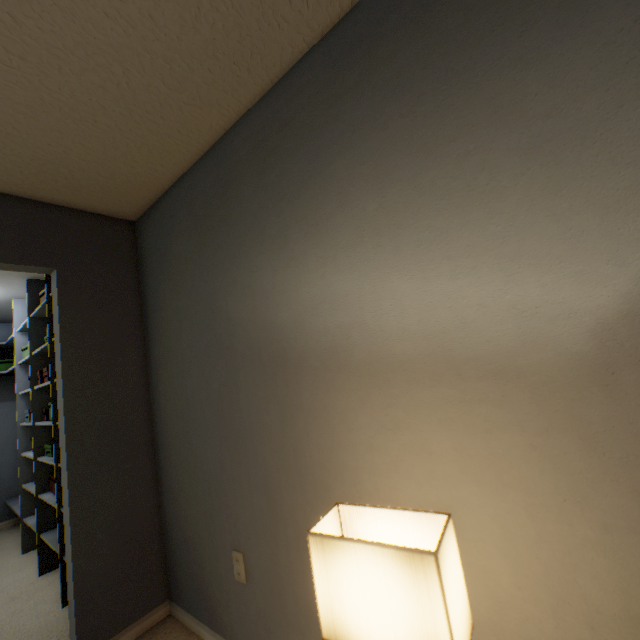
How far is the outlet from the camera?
1.47m

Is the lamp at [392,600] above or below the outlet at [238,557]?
above

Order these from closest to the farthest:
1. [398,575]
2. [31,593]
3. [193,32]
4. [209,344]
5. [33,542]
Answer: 1. [398,575]
2. [193,32]
3. [209,344]
4. [31,593]
5. [33,542]

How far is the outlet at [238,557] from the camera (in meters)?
1.47

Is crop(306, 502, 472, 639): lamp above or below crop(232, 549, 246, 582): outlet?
above

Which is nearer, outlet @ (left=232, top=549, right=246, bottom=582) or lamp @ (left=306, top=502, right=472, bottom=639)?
lamp @ (left=306, top=502, right=472, bottom=639)
